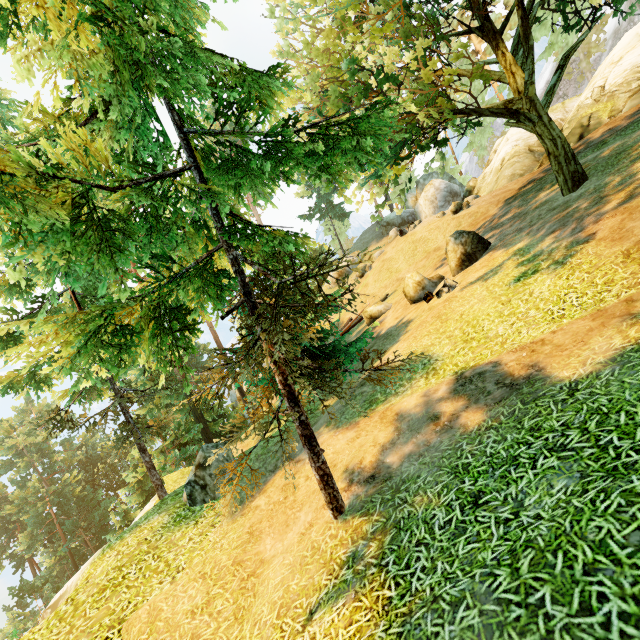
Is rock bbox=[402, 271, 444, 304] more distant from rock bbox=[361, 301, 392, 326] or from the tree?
rock bbox=[361, 301, 392, 326]

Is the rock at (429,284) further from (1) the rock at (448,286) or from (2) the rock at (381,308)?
(2) the rock at (381,308)

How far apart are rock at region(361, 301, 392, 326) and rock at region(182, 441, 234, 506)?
11.30m

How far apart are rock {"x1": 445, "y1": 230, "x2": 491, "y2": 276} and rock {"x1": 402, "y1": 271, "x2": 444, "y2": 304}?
0.42m

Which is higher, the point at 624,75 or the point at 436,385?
the point at 624,75

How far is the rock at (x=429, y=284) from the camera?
14.7m

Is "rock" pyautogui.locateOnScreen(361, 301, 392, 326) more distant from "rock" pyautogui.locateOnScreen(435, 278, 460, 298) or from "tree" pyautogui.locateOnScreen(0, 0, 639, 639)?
"rock" pyautogui.locateOnScreen(435, 278, 460, 298)

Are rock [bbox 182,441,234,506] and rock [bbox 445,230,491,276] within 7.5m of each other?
no
